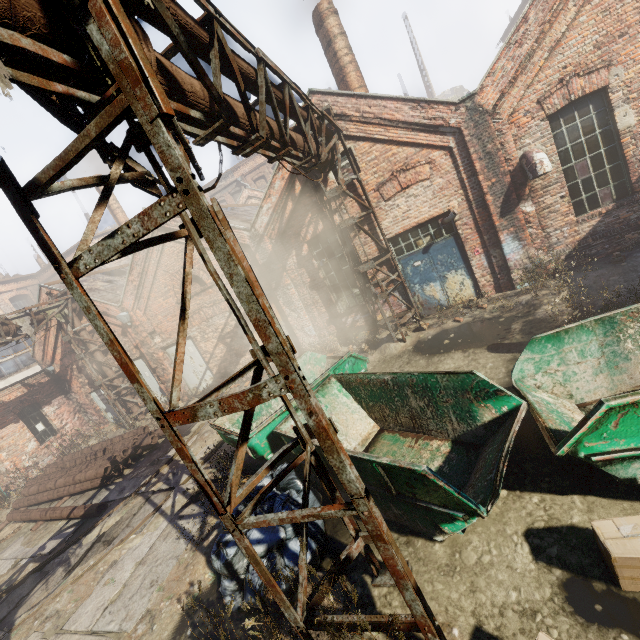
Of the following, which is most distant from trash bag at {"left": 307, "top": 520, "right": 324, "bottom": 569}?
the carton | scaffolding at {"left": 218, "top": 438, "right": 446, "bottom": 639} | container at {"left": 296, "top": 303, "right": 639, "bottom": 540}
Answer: the carton

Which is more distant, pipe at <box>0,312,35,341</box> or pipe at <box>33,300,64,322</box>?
pipe at <box>33,300,64,322</box>

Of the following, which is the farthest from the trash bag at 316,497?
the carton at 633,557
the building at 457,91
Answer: the building at 457,91

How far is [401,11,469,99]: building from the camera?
33.12m

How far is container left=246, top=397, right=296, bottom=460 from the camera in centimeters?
572cm

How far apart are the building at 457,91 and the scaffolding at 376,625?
40.65m

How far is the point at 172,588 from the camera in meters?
5.1

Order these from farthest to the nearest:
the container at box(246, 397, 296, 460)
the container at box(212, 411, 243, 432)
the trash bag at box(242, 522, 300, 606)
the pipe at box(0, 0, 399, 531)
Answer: the container at box(212, 411, 243, 432), the container at box(246, 397, 296, 460), the trash bag at box(242, 522, 300, 606), the pipe at box(0, 0, 399, 531)
